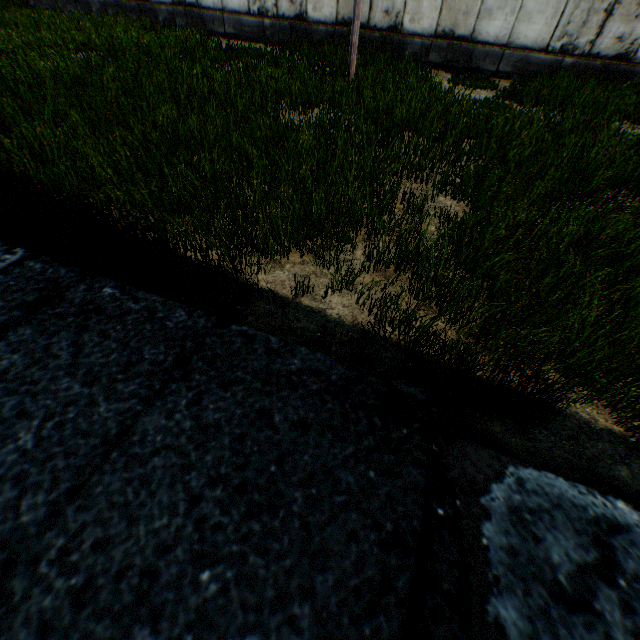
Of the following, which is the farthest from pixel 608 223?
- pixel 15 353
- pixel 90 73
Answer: pixel 90 73
